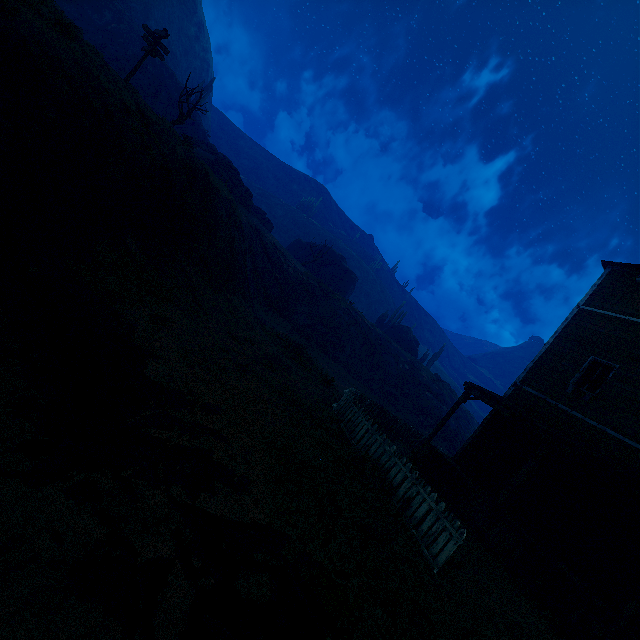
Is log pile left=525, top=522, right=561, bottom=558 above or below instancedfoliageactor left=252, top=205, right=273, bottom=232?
below

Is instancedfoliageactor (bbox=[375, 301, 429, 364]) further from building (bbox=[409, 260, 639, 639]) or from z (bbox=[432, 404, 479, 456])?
building (bbox=[409, 260, 639, 639])

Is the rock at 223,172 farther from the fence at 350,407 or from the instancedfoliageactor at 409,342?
the fence at 350,407

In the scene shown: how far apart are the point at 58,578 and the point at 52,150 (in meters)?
9.20

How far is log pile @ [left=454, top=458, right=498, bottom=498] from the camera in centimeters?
1096cm

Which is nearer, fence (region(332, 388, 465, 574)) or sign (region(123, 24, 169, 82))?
fence (region(332, 388, 465, 574))

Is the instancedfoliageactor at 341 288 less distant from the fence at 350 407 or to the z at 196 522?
the z at 196 522

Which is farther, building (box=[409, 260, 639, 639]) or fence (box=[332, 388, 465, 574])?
building (box=[409, 260, 639, 639])
